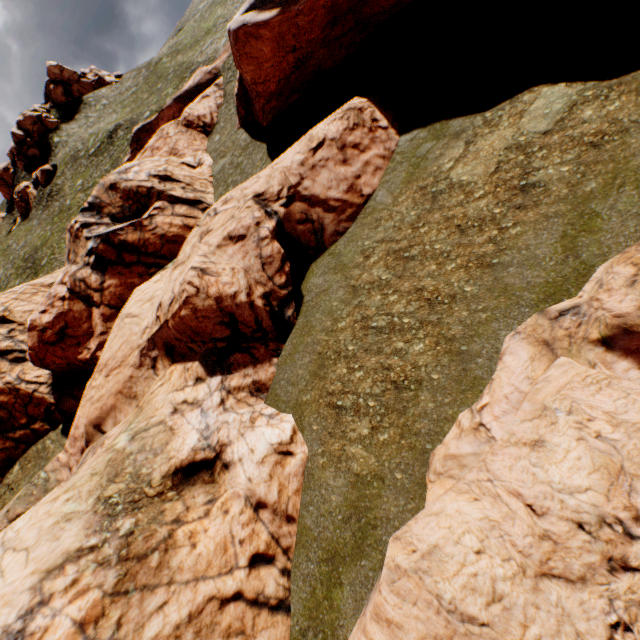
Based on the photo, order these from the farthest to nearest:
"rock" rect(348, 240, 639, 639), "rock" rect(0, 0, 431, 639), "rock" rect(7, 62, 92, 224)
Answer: "rock" rect(7, 62, 92, 224)
"rock" rect(0, 0, 431, 639)
"rock" rect(348, 240, 639, 639)

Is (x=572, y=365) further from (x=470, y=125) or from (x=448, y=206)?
(x=470, y=125)

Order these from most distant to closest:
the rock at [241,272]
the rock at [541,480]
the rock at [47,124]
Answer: the rock at [47,124], the rock at [241,272], the rock at [541,480]

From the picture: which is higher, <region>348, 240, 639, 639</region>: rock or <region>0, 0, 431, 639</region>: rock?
<region>0, 0, 431, 639</region>: rock

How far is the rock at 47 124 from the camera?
53.9 meters

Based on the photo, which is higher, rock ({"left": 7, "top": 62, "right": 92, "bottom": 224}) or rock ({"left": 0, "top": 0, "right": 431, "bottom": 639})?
rock ({"left": 7, "top": 62, "right": 92, "bottom": 224})

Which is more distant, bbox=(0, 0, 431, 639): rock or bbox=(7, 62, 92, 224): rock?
bbox=(7, 62, 92, 224): rock

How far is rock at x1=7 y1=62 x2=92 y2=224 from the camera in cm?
5391
